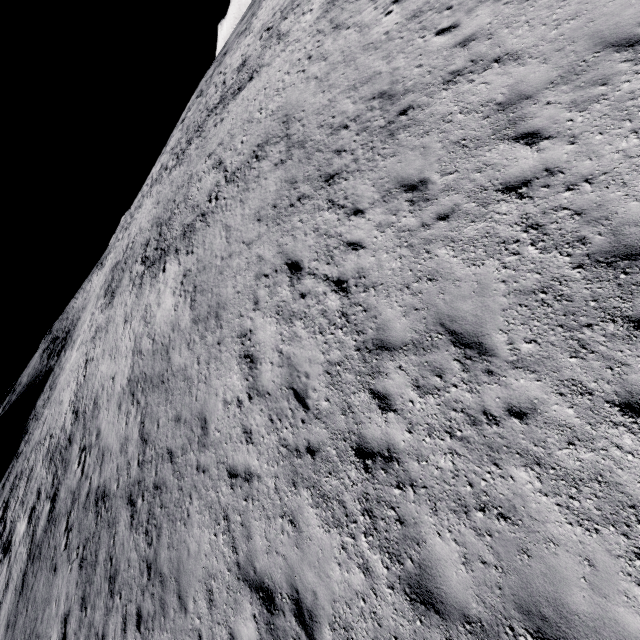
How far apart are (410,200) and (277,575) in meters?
8.7 m
